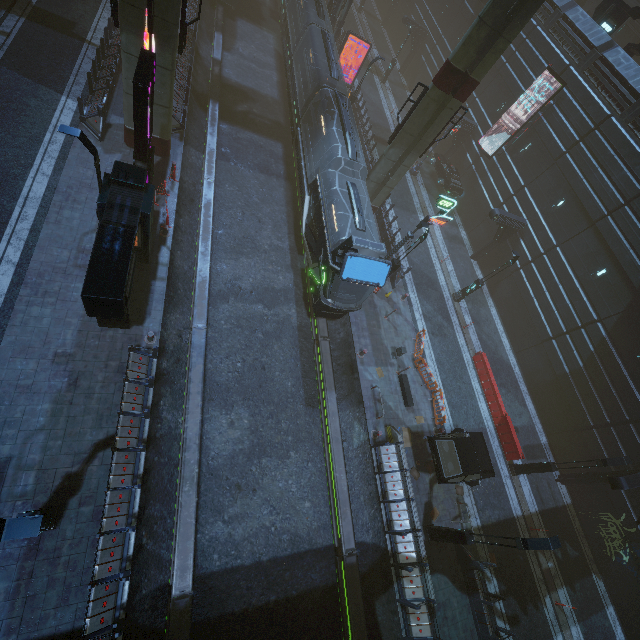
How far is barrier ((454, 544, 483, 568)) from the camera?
14.5m

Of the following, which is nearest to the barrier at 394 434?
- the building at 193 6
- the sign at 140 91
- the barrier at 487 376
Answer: the building at 193 6

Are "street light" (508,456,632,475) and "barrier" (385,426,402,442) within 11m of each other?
yes

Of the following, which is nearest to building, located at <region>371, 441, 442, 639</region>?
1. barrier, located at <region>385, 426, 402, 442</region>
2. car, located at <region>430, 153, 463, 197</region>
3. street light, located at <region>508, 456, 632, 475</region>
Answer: barrier, located at <region>385, 426, 402, 442</region>

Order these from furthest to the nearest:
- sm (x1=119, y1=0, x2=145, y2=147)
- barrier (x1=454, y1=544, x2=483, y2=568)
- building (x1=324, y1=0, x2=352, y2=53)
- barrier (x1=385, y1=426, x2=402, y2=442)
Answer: building (x1=324, y1=0, x2=352, y2=53) < barrier (x1=385, y1=426, x2=402, y2=442) < barrier (x1=454, y1=544, x2=483, y2=568) < sm (x1=119, y1=0, x2=145, y2=147)

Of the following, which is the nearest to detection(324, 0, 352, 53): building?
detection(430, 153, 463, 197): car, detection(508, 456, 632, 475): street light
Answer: detection(430, 153, 463, 197): car

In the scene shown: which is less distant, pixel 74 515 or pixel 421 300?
pixel 74 515

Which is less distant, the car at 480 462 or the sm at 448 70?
the sm at 448 70
